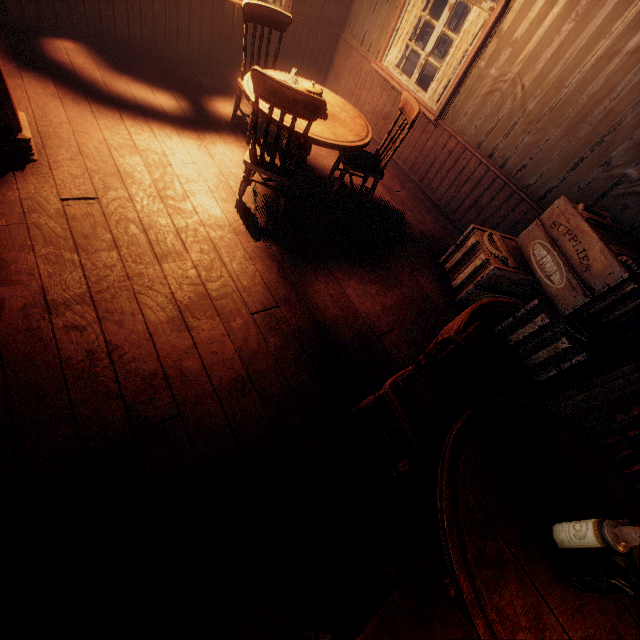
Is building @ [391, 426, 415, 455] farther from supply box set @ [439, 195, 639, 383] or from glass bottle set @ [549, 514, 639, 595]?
glass bottle set @ [549, 514, 639, 595]

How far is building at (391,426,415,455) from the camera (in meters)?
2.36

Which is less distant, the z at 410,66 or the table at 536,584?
the table at 536,584

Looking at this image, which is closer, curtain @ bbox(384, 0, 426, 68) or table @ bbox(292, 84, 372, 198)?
table @ bbox(292, 84, 372, 198)

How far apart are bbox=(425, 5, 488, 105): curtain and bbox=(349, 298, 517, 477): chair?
4.2m

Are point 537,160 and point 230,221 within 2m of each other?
no

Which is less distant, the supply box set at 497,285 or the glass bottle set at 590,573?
the glass bottle set at 590,573
